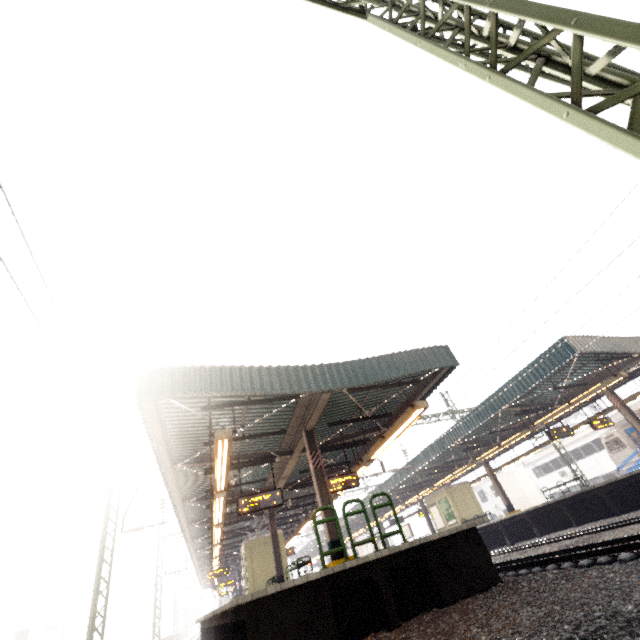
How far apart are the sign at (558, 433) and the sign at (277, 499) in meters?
13.3 m

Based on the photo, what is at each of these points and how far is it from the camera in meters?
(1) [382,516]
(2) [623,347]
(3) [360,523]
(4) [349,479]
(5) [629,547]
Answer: (1) awning structure, 29.6 m
(2) awning structure, 13.3 m
(3) awning structure, 35.7 m
(4) sign, 11.9 m
(5) train track, 6.6 m

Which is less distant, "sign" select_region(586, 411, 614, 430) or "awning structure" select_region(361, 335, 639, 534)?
"awning structure" select_region(361, 335, 639, 534)

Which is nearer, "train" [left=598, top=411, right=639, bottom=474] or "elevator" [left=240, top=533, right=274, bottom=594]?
"train" [left=598, top=411, right=639, bottom=474]

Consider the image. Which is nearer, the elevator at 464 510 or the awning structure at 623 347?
the awning structure at 623 347

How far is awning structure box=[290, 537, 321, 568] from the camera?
44.9 meters

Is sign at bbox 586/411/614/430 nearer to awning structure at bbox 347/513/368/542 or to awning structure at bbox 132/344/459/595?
awning structure at bbox 347/513/368/542

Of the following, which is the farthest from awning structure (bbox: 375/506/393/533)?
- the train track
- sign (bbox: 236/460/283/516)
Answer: sign (bbox: 236/460/283/516)
